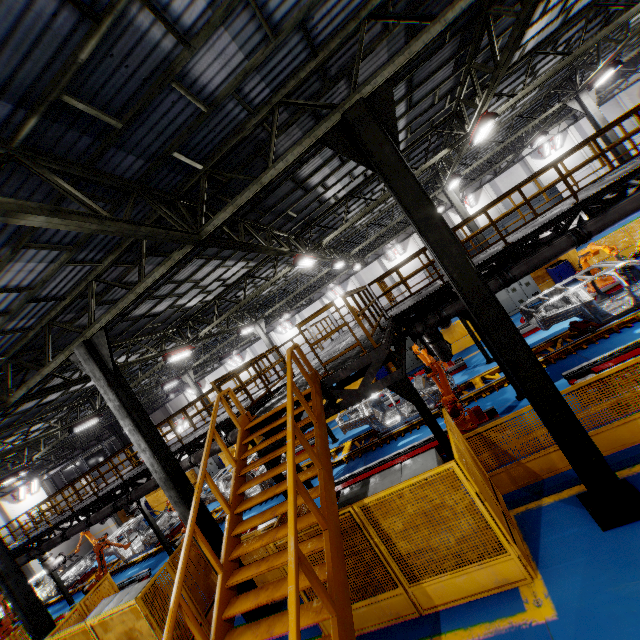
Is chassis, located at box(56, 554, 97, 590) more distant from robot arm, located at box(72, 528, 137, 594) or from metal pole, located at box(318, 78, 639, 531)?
metal pole, located at box(318, 78, 639, 531)

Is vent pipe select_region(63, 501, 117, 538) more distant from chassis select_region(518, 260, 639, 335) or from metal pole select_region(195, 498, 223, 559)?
metal pole select_region(195, 498, 223, 559)

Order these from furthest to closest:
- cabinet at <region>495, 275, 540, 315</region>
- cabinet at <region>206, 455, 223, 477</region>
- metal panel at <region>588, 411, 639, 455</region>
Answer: cabinet at <region>206, 455, 223, 477</region>
cabinet at <region>495, 275, 540, 315</region>
metal panel at <region>588, 411, 639, 455</region>

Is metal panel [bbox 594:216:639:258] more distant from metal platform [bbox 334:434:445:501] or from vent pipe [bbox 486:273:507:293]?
vent pipe [bbox 486:273:507:293]

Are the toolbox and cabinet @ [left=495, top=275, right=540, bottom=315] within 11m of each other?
yes

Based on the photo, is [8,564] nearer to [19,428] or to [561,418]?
[19,428]

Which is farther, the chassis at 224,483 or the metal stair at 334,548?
the chassis at 224,483

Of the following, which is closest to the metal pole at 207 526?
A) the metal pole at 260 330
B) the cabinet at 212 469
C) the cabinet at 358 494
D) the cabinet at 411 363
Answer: the cabinet at 358 494
